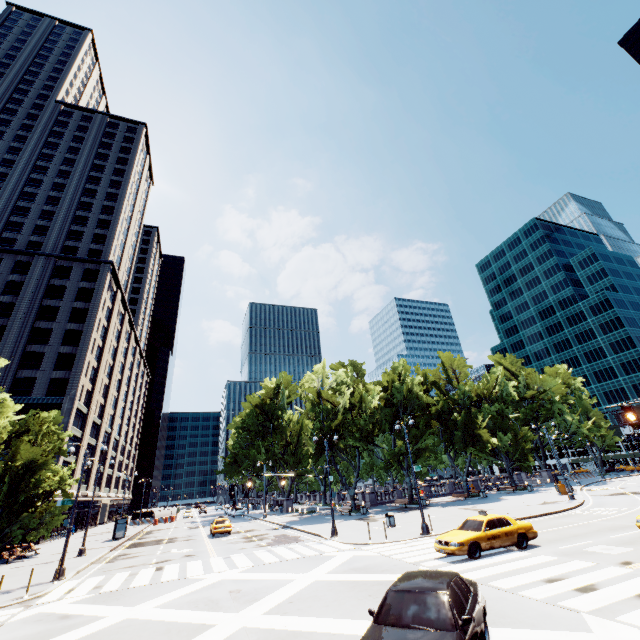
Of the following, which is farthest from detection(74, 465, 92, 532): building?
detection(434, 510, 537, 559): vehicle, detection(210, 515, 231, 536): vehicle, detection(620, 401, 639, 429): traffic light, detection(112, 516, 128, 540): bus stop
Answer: detection(620, 401, 639, 429): traffic light

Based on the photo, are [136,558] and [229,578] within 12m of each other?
no

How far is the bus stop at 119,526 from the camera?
36.0m

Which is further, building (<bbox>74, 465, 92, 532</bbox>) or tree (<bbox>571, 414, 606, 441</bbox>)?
tree (<bbox>571, 414, 606, 441</bbox>)

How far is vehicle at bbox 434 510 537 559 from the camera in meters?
14.5 m

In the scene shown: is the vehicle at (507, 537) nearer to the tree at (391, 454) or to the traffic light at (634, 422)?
the traffic light at (634, 422)

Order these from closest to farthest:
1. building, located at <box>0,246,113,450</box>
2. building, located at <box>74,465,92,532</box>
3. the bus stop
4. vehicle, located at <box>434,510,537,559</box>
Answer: vehicle, located at <box>434,510,537,559</box>, the bus stop, building, located at <box>0,246,113,450</box>, building, located at <box>74,465,92,532</box>

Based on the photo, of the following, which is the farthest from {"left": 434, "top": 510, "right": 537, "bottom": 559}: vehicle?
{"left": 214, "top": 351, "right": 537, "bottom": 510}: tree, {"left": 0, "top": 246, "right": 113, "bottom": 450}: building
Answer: {"left": 0, "top": 246, "right": 113, "bottom": 450}: building
